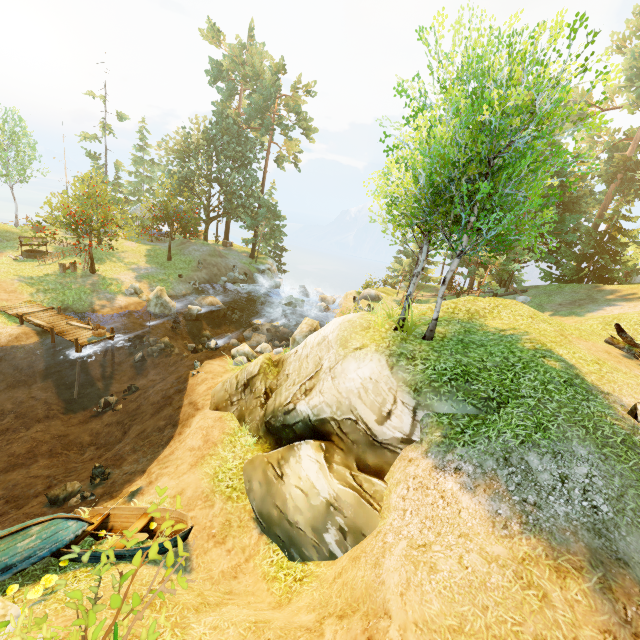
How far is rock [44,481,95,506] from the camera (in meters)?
9.86

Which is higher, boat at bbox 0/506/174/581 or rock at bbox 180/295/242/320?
boat at bbox 0/506/174/581

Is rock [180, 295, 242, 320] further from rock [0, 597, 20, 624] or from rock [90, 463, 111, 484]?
rock [0, 597, 20, 624]

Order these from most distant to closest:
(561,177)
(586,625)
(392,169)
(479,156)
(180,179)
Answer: (180,179) → (561,177) → (392,169) → (479,156) → (586,625)

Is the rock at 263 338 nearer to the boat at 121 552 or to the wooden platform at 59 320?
the wooden platform at 59 320

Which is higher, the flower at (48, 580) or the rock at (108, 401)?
the flower at (48, 580)

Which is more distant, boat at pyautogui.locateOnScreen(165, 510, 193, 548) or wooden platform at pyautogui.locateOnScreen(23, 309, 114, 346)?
wooden platform at pyautogui.locateOnScreen(23, 309, 114, 346)

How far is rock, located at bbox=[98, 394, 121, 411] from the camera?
16.1 meters
